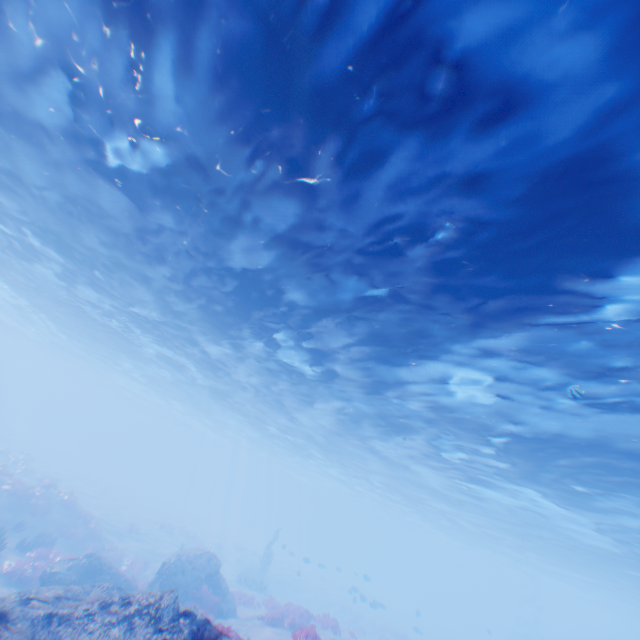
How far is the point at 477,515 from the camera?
32.2m

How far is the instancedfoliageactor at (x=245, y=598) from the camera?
20.5 meters

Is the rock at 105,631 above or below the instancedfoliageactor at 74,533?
above

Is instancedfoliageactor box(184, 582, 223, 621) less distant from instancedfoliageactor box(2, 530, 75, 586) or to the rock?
the rock

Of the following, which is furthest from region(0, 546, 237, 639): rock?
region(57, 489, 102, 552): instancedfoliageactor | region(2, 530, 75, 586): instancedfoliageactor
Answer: region(2, 530, 75, 586): instancedfoliageactor

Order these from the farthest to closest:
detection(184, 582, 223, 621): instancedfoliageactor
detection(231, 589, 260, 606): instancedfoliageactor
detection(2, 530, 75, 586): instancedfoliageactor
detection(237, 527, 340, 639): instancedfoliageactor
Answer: detection(231, 589, 260, 606): instancedfoliageactor
detection(184, 582, 223, 621): instancedfoliageactor
detection(2, 530, 75, 586): instancedfoliageactor
detection(237, 527, 340, 639): instancedfoliageactor

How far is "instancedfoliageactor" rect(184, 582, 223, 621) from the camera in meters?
14.5
